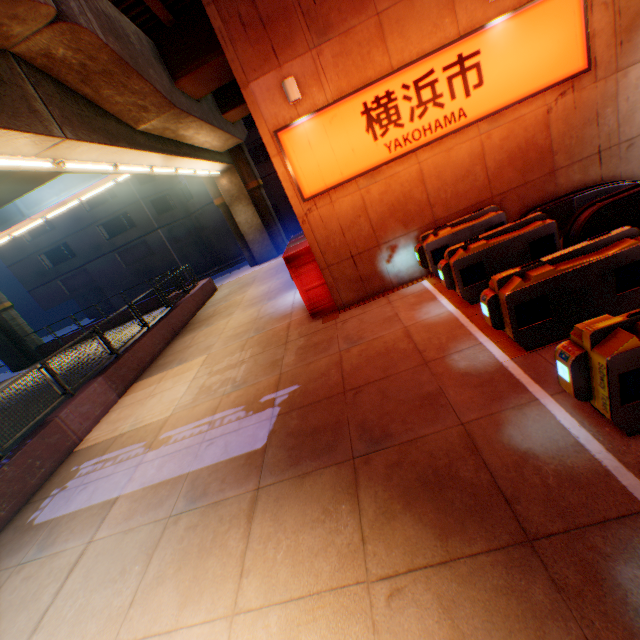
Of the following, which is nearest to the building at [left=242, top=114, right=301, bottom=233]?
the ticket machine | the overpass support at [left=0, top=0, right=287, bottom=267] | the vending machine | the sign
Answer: the overpass support at [left=0, top=0, right=287, bottom=267]

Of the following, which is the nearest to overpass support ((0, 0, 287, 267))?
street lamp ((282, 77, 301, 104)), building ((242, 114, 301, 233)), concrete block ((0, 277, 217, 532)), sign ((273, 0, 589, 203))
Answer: concrete block ((0, 277, 217, 532))

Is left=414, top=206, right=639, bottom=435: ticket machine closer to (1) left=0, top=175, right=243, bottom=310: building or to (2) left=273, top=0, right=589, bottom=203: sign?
(2) left=273, top=0, right=589, bottom=203: sign

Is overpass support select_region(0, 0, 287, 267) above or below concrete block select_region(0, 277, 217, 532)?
above

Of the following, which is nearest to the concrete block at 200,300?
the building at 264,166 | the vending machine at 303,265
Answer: the vending machine at 303,265

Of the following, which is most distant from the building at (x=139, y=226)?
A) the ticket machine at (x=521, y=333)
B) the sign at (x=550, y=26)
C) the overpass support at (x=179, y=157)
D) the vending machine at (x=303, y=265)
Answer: the ticket machine at (x=521, y=333)

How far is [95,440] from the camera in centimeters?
838cm

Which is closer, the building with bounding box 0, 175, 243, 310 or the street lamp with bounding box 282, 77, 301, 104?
the street lamp with bounding box 282, 77, 301, 104
